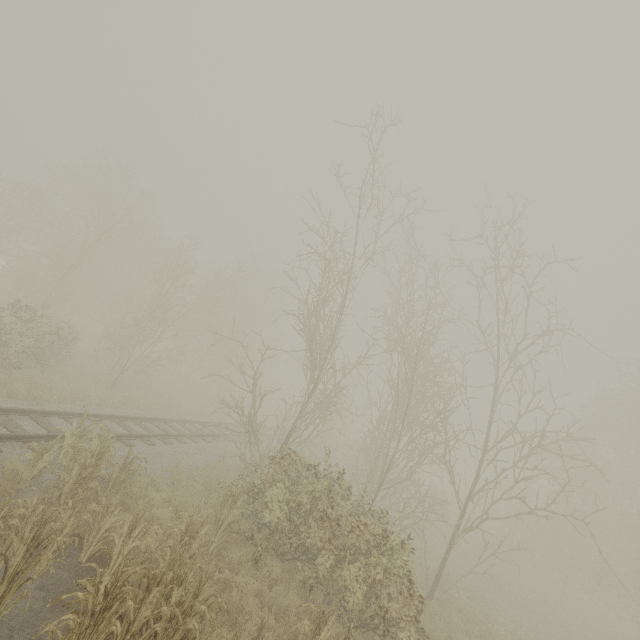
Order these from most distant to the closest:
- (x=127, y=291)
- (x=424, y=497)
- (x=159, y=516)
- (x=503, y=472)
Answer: (x=127, y=291), (x=424, y=497), (x=503, y=472), (x=159, y=516)
